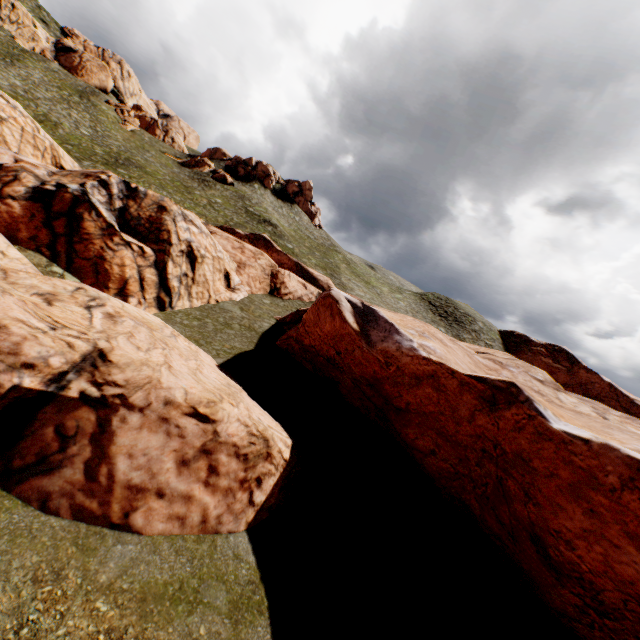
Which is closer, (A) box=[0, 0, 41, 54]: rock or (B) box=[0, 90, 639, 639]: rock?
(B) box=[0, 90, 639, 639]: rock

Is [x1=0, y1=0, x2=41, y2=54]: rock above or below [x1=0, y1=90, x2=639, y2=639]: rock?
above

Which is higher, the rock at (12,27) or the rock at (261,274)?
the rock at (12,27)

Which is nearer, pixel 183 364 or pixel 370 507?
pixel 183 364

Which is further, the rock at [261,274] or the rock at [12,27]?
the rock at [12,27]
